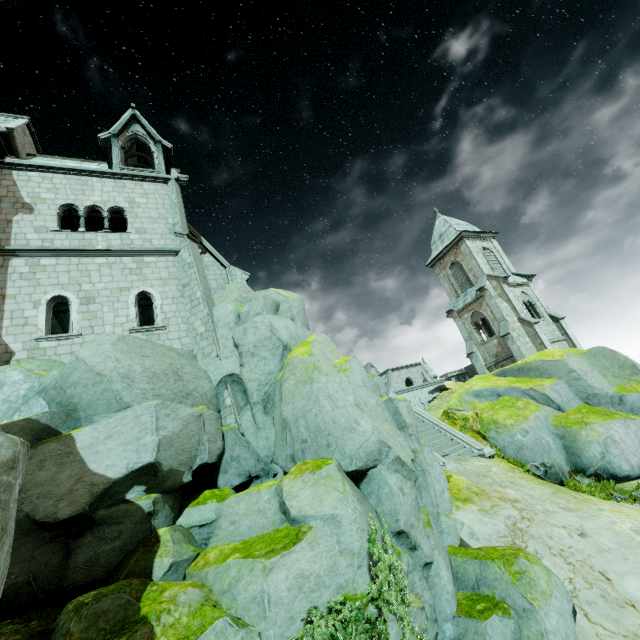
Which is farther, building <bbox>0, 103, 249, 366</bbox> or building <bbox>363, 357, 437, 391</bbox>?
building <bbox>363, 357, 437, 391</bbox>

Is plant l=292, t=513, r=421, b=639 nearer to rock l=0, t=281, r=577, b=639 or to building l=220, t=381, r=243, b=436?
rock l=0, t=281, r=577, b=639

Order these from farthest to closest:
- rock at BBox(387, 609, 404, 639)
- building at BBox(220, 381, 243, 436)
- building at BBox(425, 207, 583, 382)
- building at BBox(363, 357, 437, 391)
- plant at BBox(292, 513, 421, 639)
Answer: building at BBox(363, 357, 437, 391) < building at BBox(425, 207, 583, 382) < building at BBox(220, 381, 243, 436) < rock at BBox(387, 609, 404, 639) < plant at BBox(292, 513, 421, 639)

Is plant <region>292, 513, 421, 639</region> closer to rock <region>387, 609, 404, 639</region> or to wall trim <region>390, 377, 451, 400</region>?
rock <region>387, 609, 404, 639</region>

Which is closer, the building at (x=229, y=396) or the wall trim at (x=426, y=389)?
the building at (x=229, y=396)

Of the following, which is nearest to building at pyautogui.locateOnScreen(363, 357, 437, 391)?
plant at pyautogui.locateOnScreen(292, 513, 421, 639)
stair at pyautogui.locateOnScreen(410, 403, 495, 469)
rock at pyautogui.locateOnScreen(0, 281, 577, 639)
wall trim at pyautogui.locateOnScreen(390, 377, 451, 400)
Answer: rock at pyautogui.locateOnScreen(0, 281, 577, 639)

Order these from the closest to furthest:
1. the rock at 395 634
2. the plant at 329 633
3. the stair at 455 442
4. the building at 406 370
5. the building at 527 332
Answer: the plant at 329 633, the rock at 395 634, the stair at 455 442, the building at 527 332, the building at 406 370

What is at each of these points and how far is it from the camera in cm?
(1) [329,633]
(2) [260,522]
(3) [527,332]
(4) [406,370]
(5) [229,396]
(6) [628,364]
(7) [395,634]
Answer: (1) plant, 509
(2) rock, 779
(3) building, 2770
(4) building, 4791
(5) building, 1288
(6) rock, 1859
(7) rock, 600
